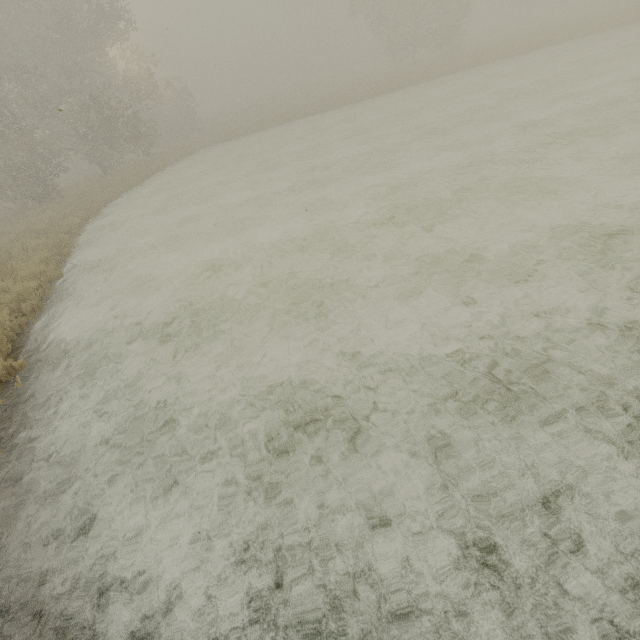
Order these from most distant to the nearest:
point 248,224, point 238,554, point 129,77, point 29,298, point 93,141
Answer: point 129,77 < point 93,141 < point 248,224 < point 29,298 < point 238,554
